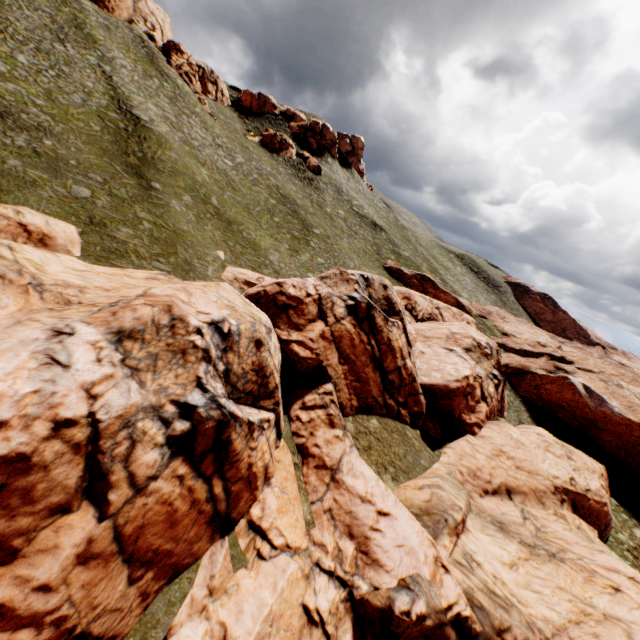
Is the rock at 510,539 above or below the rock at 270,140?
below

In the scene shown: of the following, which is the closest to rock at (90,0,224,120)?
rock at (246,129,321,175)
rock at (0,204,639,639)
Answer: rock at (246,129,321,175)

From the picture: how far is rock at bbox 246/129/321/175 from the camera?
57.91m

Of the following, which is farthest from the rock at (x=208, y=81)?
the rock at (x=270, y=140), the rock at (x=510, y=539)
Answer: the rock at (x=510, y=539)

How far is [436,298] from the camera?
51.2 meters

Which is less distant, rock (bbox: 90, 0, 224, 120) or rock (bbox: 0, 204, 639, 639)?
rock (bbox: 0, 204, 639, 639)

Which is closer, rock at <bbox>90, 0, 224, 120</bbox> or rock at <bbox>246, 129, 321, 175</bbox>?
rock at <bbox>90, 0, 224, 120</bbox>

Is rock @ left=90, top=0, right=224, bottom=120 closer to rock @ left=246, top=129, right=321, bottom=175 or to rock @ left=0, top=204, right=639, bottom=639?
rock @ left=246, top=129, right=321, bottom=175
